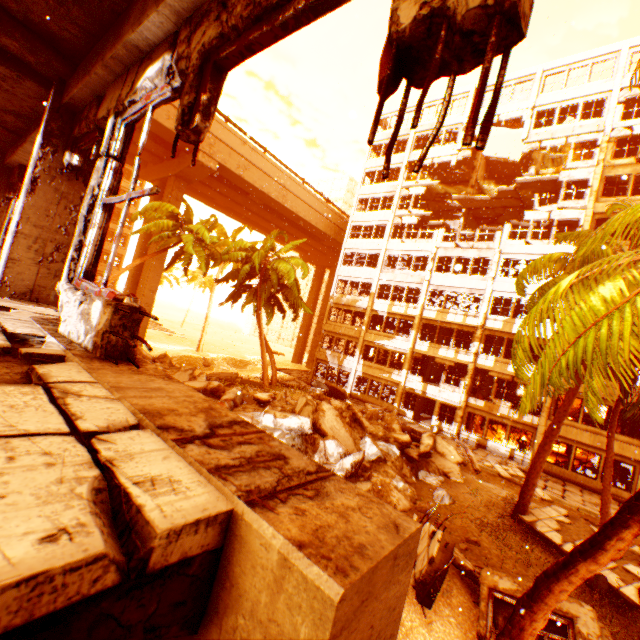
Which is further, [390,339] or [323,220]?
[323,220]

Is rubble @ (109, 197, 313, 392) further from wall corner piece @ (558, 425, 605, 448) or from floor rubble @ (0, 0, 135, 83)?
floor rubble @ (0, 0, 135, 83)

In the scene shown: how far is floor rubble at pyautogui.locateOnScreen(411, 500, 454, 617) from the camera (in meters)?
6.20

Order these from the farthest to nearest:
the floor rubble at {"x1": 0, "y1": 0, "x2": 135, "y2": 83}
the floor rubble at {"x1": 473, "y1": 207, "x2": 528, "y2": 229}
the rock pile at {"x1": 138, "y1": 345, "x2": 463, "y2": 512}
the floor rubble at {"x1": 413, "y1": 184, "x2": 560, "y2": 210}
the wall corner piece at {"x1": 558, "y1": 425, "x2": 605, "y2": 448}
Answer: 1. the floor rubble at {"x1": 473, "y1": 207, "x2": 528, "y2": 229}
2. the floor rubble at {"x1": 413, "y1": 184, "x2": 560, "y2": 210}
3. the wall corner piece at {"x1": 558, "y1": 425, "x2": 605, "y2": 448}
4. the rock pile at {"x1": 138, "y1": 345, "x2": 463, "y2": 512}
5. the floor rubble at {"x1": 0, "y1": 0, "x2": 135, "y2": 83}

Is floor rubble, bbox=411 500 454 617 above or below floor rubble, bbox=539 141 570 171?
below

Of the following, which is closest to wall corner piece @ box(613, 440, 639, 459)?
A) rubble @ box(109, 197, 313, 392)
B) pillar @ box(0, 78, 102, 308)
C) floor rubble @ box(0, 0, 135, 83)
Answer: rubble @ box(109, 197, 313, 392)

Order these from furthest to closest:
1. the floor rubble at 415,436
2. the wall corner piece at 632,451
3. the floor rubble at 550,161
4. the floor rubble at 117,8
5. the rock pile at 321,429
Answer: the floor rubble at 550,161, the wall corner piece at 632,451, the floor rubble at 415,436, the rock pile at 321,429, the floor rubble at 117,8

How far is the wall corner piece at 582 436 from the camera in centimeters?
1934cm
